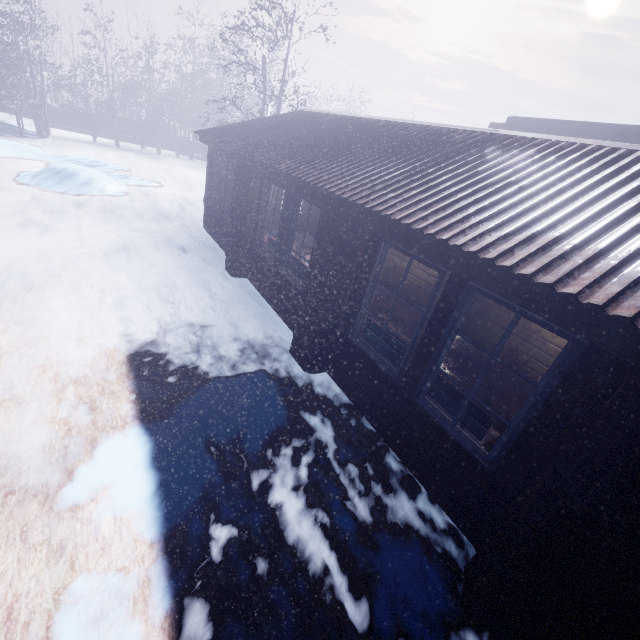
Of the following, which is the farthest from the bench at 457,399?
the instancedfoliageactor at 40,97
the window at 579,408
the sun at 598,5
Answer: the sun at 598,5

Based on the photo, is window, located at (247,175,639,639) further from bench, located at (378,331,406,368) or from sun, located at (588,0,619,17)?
sun, located at (588,0,619,17)

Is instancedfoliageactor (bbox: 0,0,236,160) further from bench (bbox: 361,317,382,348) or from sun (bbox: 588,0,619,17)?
sun (bbox: 588,0,619,17)

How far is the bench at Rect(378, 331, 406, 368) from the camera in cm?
363

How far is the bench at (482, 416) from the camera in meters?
2.9

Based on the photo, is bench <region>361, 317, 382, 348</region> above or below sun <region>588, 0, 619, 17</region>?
below

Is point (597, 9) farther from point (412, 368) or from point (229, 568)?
point (229, 568)
